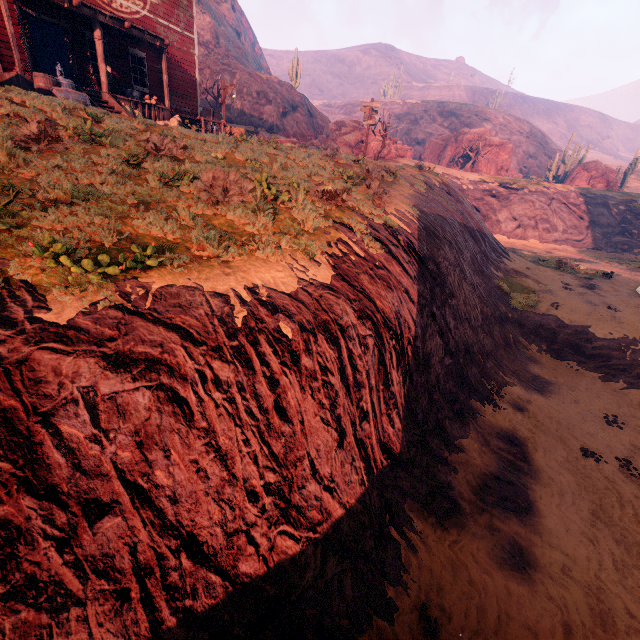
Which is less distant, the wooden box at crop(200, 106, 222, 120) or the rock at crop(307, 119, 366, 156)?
the wooden box at crop(200, 106, 222, 120)

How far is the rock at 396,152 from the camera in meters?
32.6 m

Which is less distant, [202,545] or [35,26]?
[202,545]

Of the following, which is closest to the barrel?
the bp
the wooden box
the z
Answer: the z

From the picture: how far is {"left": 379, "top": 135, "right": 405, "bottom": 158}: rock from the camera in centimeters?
3259cm

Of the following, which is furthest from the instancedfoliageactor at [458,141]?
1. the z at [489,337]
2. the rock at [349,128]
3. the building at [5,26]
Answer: the building at [5,26]

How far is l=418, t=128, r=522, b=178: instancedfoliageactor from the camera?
39.9 meters

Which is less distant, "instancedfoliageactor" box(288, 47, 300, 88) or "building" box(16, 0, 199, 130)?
"building" box(16, 0, 199, 130)
